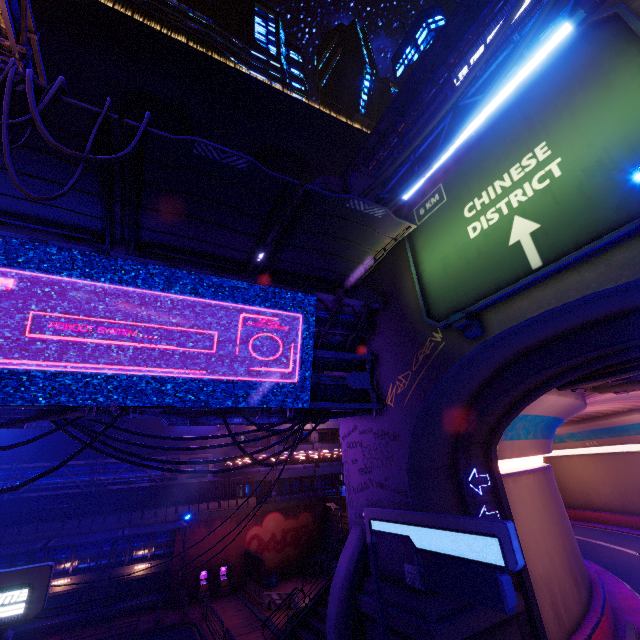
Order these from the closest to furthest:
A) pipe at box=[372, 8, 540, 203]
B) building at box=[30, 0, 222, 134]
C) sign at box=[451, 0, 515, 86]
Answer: pipe at box=[372, 8, 540, 203], sign at box=[451, 0, 515, 86], building at box=[30, 0, 222, 134]

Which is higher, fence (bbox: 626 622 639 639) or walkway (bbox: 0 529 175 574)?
walkway (bbox: 0 529 175 574)

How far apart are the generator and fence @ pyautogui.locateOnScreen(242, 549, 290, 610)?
5.1m

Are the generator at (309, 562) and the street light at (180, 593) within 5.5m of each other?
no

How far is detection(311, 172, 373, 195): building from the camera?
19.25m

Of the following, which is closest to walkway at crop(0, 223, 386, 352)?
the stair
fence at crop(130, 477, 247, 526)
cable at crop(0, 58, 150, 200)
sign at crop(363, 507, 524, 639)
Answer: cable at crop(0, 58, 150, 200)

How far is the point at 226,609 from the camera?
23.0m

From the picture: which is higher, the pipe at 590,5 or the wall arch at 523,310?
the pipe at 590,5
